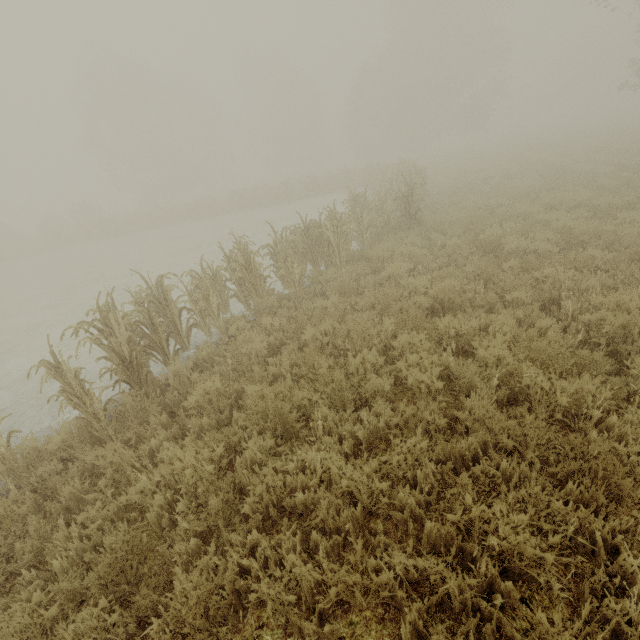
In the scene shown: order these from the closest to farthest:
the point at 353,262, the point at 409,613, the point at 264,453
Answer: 1. the point at 409,613
2. the point at 264,453
3. the point at 353,262

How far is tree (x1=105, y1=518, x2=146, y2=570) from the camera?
2.92m

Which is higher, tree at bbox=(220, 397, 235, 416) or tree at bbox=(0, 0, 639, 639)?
tree at bbox=(0, 0, 639, 639)

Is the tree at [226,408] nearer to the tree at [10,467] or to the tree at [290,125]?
the tree at [10,467]

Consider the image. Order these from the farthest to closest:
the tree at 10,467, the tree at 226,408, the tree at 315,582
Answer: the tree at 226,408 < the tree at 10,467 < the tree at 315,582

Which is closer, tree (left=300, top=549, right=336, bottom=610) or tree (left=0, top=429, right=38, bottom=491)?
tree (left=300, top=549, right=336, bottom=610)

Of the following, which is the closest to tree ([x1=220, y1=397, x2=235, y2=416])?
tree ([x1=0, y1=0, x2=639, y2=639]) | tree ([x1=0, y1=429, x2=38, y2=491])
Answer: tree ([x1=0, y1=429, x2=38, y2=491])
